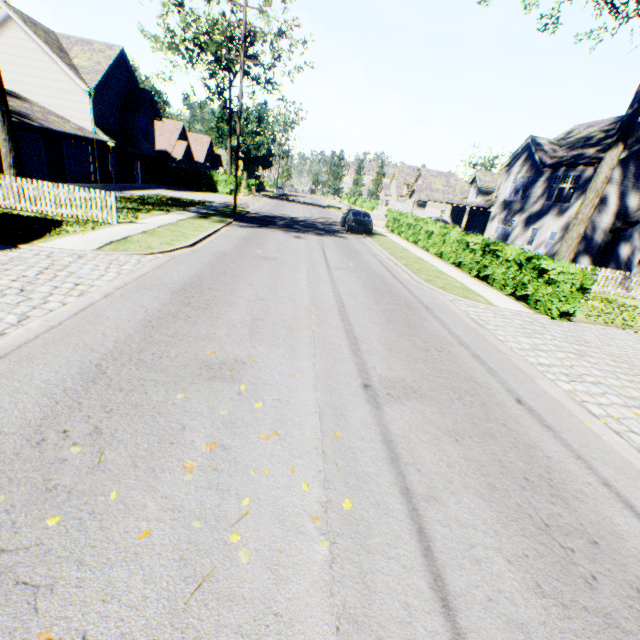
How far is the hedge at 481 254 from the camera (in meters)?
10.13

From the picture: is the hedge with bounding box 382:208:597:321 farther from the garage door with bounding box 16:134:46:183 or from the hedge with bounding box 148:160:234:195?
the garage door with bounding box 16:134:46:183

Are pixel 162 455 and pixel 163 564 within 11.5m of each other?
yes

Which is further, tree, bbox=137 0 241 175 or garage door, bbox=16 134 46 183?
tree, bbox=137 0 241 175

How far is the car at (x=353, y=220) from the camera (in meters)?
22.91

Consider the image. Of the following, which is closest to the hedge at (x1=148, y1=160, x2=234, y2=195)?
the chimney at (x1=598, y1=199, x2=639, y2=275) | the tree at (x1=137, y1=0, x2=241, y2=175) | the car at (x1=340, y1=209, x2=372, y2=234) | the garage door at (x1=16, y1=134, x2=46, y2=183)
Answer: the tree at (x1=137, y1=0, x2=241, y2=175)

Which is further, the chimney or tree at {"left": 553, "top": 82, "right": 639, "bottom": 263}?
the chimney

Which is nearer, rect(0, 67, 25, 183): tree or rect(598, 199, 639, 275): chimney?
rect(0, 67, 25, 183): tree
